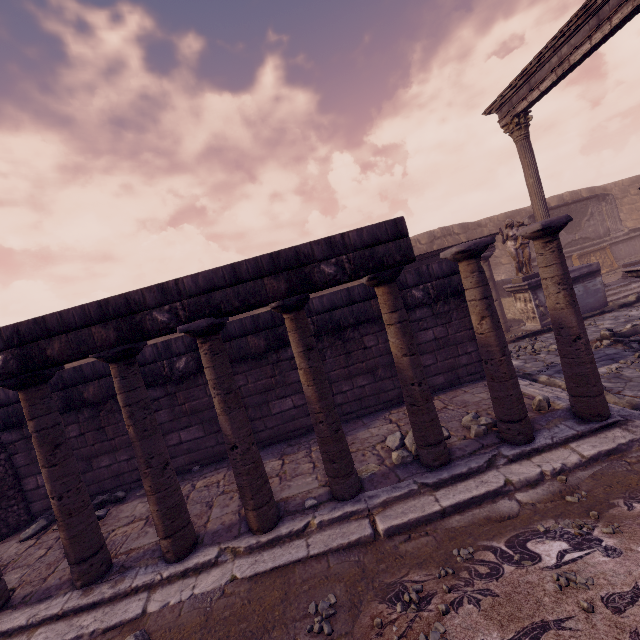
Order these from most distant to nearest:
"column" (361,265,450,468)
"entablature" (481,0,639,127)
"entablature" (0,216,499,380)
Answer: "entablature" (481,0,639,127)
"column" (361,265,450,468)
"entablature" (0,216,499,380)

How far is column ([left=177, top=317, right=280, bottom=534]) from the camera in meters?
3.7 m

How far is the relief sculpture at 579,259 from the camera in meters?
10.7

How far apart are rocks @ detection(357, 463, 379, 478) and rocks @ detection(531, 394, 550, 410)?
2.48m

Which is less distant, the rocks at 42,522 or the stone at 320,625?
the stone at 320,625

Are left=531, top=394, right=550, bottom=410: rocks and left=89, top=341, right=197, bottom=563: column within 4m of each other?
no

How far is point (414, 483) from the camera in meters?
3.8 m

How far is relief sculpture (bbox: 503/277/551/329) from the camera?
10.91m
